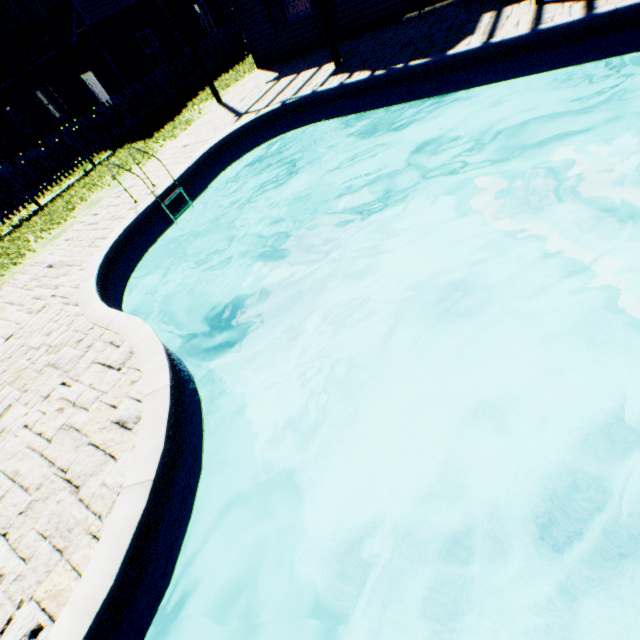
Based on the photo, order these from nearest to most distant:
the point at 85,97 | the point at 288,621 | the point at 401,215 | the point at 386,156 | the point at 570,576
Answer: the point at 570,576 < the point at 288,621 < the point at 401,215 < the point at 386,156 < the point at 85,97

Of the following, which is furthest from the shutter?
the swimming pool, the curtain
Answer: the swimming pool

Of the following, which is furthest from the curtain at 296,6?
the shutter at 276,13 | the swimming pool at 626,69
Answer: the swimming pool at 626,69

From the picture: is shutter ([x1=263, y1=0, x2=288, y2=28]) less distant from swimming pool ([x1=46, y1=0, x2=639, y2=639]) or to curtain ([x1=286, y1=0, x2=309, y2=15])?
curtain ([x1=286, y1=0, x2=309, y2=15])

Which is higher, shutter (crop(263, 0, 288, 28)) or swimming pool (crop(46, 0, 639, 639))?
shutter (crop(263, 0, 288, 28))

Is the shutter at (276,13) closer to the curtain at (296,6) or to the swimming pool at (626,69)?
the curtain at (296,6)
